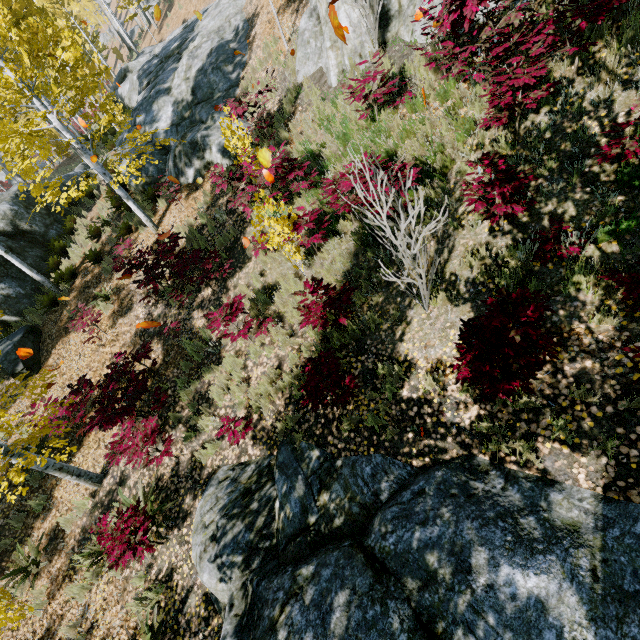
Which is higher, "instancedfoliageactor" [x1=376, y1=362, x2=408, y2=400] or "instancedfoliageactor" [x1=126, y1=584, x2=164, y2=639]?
"instancedfoliageactor" [x1=376, y1=362, x2=408, y2=400]

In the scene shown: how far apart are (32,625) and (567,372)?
10.2m

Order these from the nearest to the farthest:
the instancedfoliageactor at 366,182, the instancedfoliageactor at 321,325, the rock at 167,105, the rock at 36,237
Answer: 1. the instancedfoliageactor at 366,182
2. the instancedfoliageactor at 321,325
3. the rock at 167,105
4. the rock at 36,237

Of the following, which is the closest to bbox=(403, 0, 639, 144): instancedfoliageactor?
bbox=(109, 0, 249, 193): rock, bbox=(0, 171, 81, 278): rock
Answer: bbox=(0, 171, 81, 278): rock

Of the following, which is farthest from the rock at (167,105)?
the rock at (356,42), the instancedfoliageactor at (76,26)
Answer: the rock at (356,42)

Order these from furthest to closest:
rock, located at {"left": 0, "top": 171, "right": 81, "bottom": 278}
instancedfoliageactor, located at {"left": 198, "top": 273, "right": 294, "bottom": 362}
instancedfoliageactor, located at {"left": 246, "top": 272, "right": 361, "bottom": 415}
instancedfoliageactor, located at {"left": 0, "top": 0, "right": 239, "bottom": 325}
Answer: rock, located at {"left": 0, "top": 171, "right": 81, "bottom": 278} → instancedfoliageactor, located at {"left": 0, "top": 0, "right": 239, "bottom": 325} → instancedfoliageactor, located at {"left": 198, "top": 273, "right": 294, "bottom": 362} → instancedfoliageactor, located at {"left": 246, "top": 272, "right": 361, "bottom": 415}
